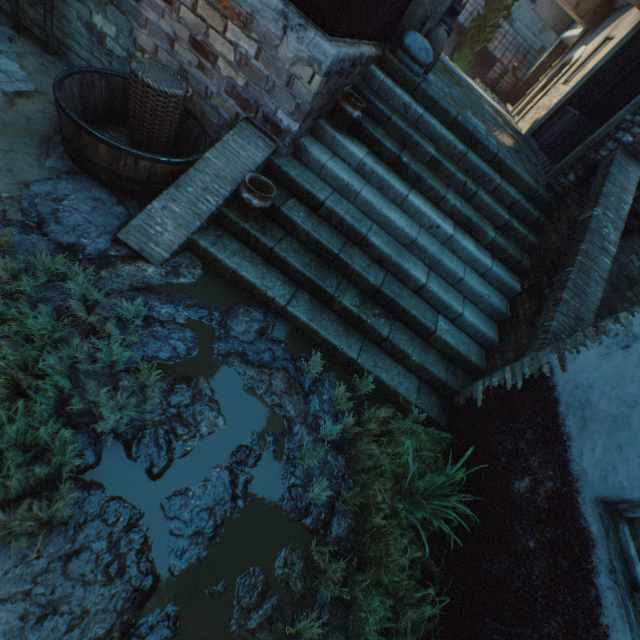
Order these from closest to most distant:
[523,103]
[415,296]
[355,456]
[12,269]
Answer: [12,269]
[355,456]
[415,296]
[523,103]

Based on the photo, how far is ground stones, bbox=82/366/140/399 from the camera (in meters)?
2.29

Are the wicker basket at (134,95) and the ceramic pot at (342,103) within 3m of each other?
yes

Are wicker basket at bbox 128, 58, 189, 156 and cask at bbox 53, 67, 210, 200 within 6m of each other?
yes

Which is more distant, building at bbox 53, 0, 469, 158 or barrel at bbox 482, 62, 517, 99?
barrel at bbox 482, 62, 517, 99

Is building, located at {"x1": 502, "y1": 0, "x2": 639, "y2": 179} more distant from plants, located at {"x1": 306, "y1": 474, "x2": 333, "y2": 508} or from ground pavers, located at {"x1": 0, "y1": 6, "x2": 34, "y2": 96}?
ground pavers, located at {"x1": 0, "y1": 6, "x2": 34, "y2": 96}

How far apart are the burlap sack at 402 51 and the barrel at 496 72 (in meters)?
14.84

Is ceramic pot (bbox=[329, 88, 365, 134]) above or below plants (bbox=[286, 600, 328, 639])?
above
